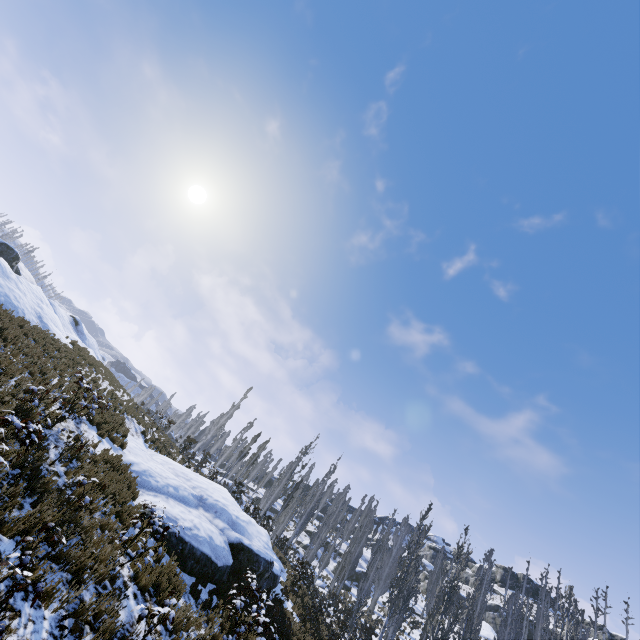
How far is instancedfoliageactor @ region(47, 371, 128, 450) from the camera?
10.5m

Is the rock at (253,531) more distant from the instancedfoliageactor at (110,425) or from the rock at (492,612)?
the rock at (492,612)

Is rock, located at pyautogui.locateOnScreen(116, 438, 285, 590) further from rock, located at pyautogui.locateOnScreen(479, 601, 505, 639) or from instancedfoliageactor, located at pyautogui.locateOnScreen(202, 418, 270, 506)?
rock, located at pyautogui.locateOnScreen(479, 601, 505, 639)

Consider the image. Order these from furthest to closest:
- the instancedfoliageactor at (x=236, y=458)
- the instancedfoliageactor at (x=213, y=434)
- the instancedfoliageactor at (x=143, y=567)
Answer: the instancedfoliageactor at (x=236, y=458)
the instancedfoliageactor at (x=213, y=434)
the instancedfoliageactor at (x=143, y=567)

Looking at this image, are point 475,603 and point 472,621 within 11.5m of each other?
yes

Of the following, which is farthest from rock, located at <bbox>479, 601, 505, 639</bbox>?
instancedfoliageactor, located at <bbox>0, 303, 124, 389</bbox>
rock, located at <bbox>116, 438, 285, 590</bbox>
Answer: rock, located at <bbox>116, 438, 285, 590</bbox>
